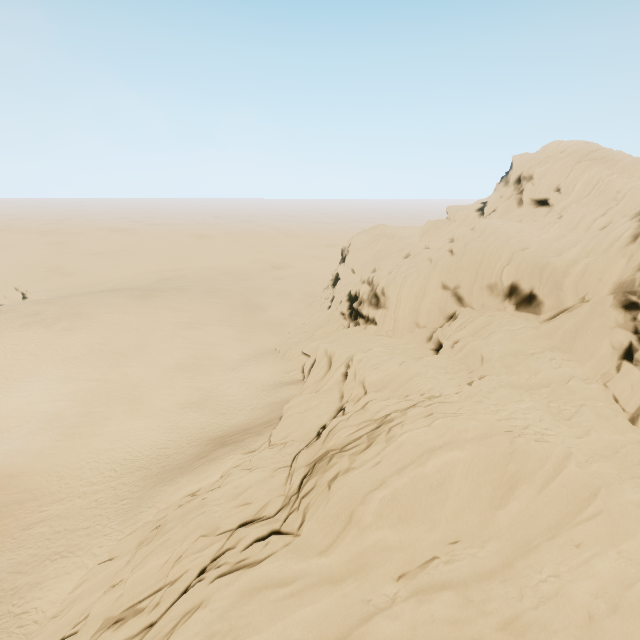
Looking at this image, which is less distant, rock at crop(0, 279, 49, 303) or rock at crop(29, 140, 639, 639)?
rock at crop(29, 140, 639, 639)

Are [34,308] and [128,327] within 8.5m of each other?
no

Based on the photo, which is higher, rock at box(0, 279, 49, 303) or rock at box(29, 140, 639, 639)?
rock at box(29, 140, 639, 639)

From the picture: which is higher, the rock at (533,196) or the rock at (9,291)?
the rock at (533,196)

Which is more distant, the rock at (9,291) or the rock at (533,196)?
the rock at (9,291)
